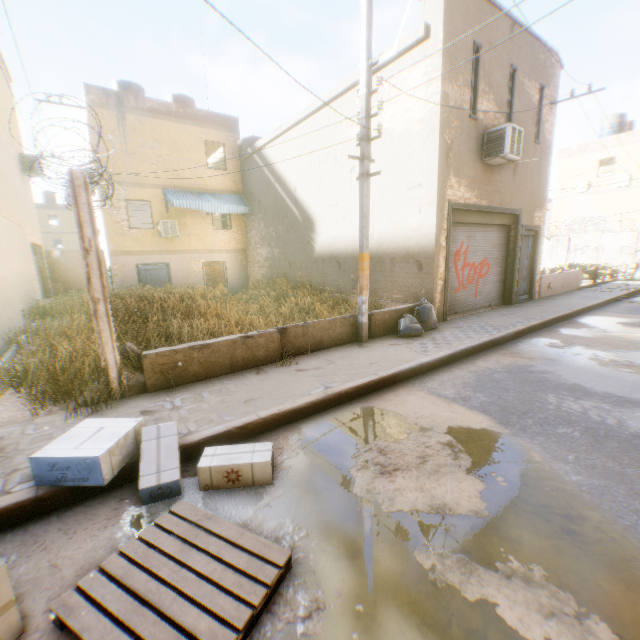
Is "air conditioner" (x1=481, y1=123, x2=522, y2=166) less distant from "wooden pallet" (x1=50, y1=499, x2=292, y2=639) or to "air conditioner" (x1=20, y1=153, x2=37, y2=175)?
"air conditioner" (x1=20, y1=153, x2=37, y2=175)

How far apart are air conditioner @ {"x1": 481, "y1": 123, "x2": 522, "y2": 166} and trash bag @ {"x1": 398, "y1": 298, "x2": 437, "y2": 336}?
2.2 meters

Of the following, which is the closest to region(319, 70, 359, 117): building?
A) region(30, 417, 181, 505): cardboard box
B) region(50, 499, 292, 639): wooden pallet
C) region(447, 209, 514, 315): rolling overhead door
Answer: region(447, 209, 514, 315): rolling overhead door

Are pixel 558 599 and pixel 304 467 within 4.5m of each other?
yes

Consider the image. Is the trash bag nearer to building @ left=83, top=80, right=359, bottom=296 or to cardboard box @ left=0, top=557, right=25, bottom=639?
building @ left=83, top=80, right=359, bottom=296

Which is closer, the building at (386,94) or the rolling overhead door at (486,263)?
the building at (386,94)

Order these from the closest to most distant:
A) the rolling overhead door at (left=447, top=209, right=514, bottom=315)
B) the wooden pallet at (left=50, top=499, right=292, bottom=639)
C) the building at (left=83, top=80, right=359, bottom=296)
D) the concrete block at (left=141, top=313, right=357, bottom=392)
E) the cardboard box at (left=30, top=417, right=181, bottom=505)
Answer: the wooden pallet at (left=50, top=499, right=292, bottom=639) → the cardboard box at (left=30, top=417, right=181, bottom=505) → the concrete block at (left=141, top=313, right=357, bottom=392) → the rolling overhead door at (left=447, top=209, right=514, bottom=315) → the building at (left=83, top=80, right=359, bottom=296)

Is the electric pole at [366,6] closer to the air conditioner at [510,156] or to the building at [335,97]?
the building at [335,97]
